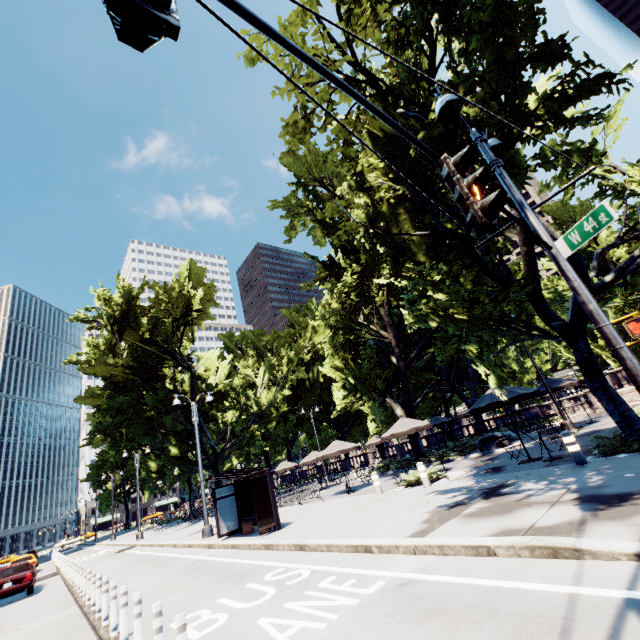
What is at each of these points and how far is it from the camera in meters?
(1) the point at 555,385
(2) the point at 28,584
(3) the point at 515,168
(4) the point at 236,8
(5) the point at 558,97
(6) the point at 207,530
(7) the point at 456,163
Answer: (1) umbrella, 18.1 m
(2) vehicle, 14.8 m
(3) tree, 8.2 m
(4) light, 2.0 m
(5) tree, 7.2 m
(6) light, 16.0 m
(7) traffic light, 3.1 m

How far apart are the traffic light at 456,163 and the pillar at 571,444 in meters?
9.0

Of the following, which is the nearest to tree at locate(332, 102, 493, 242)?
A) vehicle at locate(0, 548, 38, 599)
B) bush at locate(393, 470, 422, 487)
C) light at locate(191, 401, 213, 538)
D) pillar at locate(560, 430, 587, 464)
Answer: pillar at locate(560, 430, 587, 464)

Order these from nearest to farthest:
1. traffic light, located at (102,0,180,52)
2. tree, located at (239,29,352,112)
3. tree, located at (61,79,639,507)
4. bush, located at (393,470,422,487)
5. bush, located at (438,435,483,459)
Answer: traffic light, located at (102,0,180,52) → tree, located at (239,29,352,112) → tree, located at (61,79,639,507) → bush, located at (393,470,422,487) → bush, located at (438,435,483,459)

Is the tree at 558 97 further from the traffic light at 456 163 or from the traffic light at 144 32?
the traffic light at 144 32

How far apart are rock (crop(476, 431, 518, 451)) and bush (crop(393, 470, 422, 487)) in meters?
5.9 m

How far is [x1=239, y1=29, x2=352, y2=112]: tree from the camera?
8.4 meters
